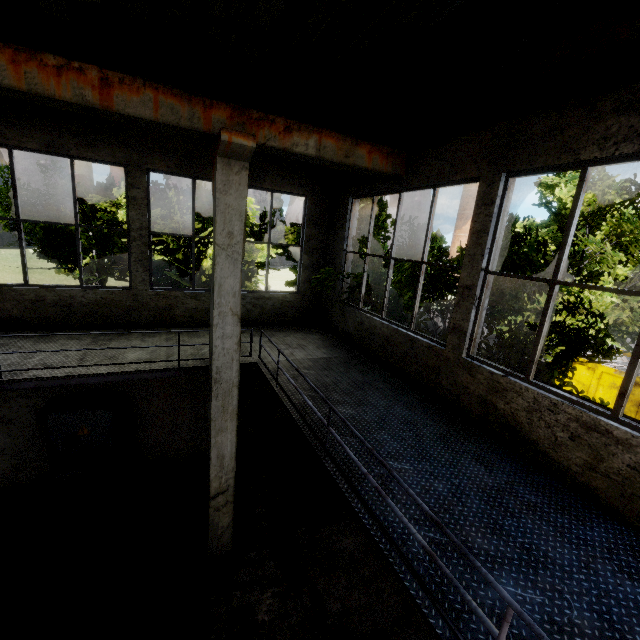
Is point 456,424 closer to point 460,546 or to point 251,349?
point 460,546

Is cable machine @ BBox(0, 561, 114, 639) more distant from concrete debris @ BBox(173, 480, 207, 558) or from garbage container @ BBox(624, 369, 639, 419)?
garbage container @ BBox(624, 369, 639, 419)

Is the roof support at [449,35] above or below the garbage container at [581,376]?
above

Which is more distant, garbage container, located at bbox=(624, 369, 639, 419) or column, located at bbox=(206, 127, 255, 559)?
garbage container, located at bbox=(624, 369, 639, 419)

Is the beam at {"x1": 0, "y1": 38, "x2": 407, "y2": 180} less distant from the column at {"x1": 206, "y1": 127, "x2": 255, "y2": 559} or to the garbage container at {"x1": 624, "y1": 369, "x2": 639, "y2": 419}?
the column at {"x1": 206, "y1": 127, "x2": 255, "y2": 559}

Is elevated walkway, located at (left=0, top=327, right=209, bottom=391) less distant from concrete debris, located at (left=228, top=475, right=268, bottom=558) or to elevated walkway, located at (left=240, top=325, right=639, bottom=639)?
elevated walkway, located at (left=240, top=325, right=639, bottom=639)

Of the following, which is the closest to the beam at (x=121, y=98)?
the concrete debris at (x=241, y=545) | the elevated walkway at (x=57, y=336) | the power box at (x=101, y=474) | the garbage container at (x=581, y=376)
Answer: the elevated walkway at (x=57, y=336)

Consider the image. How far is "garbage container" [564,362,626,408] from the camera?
14.5 meters
